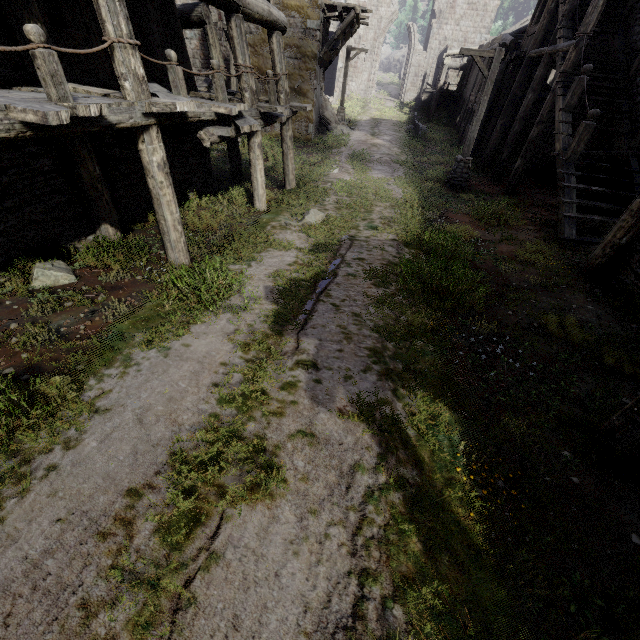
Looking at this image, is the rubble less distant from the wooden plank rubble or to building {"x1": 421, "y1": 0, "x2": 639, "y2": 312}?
building {"x1": 421, "y1": 0, "x2": 639, "y2": 312}

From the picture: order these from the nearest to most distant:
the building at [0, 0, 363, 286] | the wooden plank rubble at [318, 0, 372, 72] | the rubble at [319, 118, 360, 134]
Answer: the building at [0, 0, 363, 286], the wooden plank rubble at [318, 0, 372, 72], the rubble at [319, 118, 360, 134]

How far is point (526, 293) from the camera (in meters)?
6.98

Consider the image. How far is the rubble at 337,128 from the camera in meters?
22.2 m

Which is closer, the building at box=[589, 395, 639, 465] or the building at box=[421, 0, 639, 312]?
the building at box=[589, 395, 639, 465]

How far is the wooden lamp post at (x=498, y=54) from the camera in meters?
11.7 m

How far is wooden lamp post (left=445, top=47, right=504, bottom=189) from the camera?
11.7 meters

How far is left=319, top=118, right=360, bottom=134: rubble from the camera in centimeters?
2222cm
